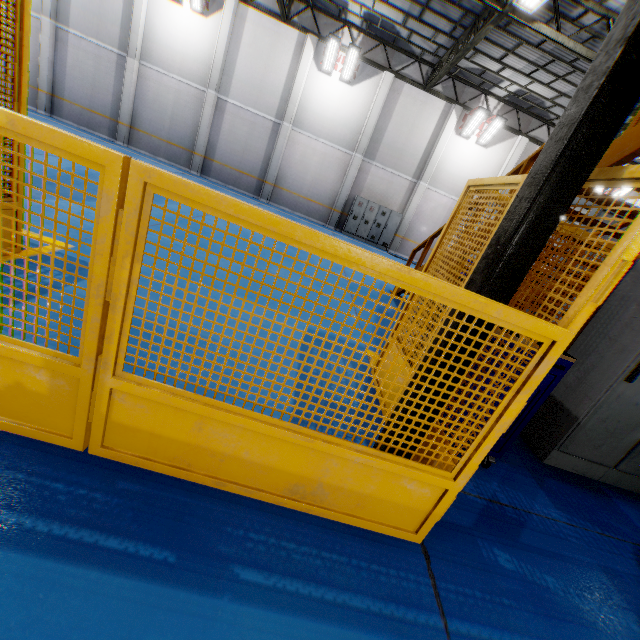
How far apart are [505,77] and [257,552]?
19.8m

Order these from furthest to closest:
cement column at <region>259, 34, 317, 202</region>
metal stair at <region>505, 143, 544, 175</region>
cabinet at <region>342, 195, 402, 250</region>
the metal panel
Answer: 1. cabinet at <region>342, 195, 402, 250</region>
2. cement column at <region>259, 34, 317, 202</region>
3. metal stair at <region>505, 143, 544, 175</region>
4. the metal panel

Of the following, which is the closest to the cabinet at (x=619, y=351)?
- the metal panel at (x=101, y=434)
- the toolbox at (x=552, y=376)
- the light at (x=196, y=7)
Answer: the metal panel at (x=101, y=434)

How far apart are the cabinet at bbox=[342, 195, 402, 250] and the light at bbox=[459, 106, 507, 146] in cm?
481

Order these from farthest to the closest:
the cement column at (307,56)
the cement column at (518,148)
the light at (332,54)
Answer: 1. the cement column at (518,148)
2. the cement column at (307,56)
3. the light at (332,54)

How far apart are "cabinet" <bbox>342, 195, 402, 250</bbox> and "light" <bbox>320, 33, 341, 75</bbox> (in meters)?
5.72

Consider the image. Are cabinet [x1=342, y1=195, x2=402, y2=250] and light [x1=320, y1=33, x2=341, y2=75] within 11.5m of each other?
yes

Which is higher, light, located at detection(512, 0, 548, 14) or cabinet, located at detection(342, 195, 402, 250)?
light, located at detection(512, 0, 548, 14)
